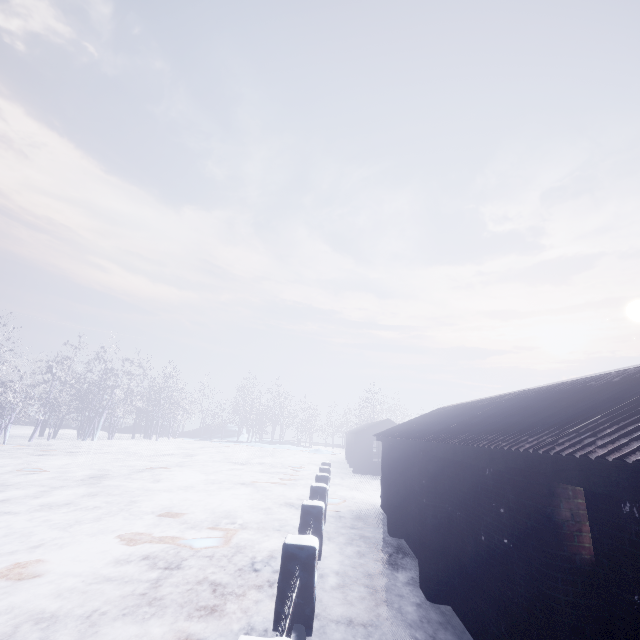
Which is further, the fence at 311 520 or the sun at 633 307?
the sun at 633 307

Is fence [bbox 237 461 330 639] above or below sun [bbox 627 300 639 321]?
below

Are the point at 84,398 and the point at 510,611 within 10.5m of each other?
no

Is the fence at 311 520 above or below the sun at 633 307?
below

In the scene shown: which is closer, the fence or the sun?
the fence
